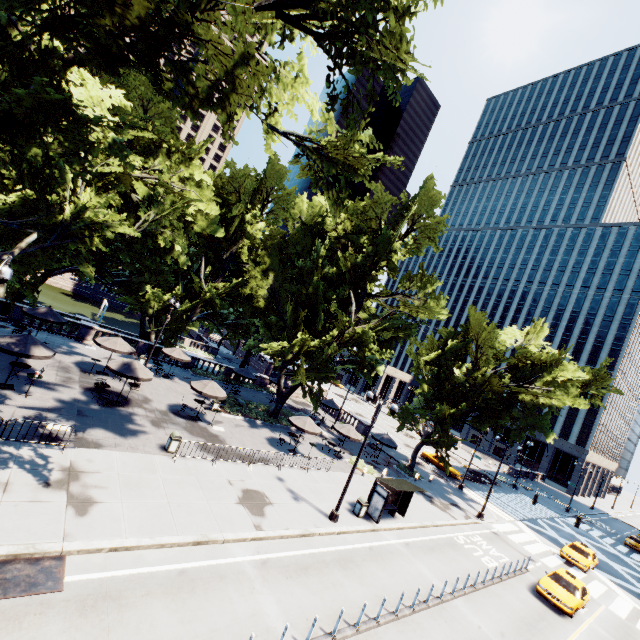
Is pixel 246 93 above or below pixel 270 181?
below

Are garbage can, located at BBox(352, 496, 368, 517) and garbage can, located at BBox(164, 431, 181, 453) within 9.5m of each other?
no

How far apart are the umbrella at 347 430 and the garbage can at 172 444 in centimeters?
1387cm

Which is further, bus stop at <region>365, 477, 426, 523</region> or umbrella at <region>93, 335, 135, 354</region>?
umbrella at <region>93, 335, 135, 354</region>

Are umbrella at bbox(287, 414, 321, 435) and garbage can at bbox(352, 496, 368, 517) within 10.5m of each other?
yes

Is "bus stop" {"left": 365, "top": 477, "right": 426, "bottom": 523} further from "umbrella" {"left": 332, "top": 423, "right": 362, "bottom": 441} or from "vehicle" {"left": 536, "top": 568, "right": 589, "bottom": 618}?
"vehicle" {"left": 536, "top": 568, "right": 589, "bottom": 618}

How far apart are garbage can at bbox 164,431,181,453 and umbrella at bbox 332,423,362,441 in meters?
13.9 m

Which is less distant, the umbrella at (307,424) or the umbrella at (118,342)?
the umbrella at (118,342)
